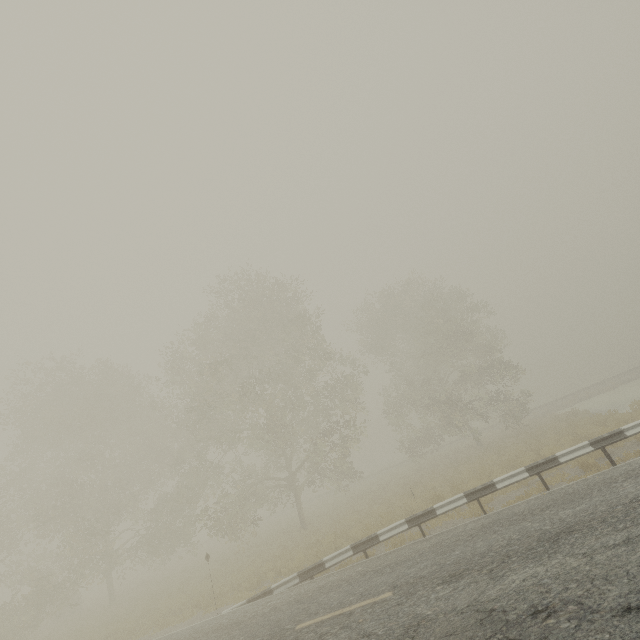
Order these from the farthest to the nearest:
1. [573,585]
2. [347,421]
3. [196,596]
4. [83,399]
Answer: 1. [83,399]
2. [347,421]
3. [196,596]
4. [573,585]

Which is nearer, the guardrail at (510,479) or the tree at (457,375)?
the guardrail at (510,479)

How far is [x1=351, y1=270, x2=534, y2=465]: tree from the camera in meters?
24.7

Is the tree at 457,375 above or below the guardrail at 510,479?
above

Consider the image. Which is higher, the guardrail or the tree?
the tree

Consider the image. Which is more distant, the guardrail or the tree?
the tree
